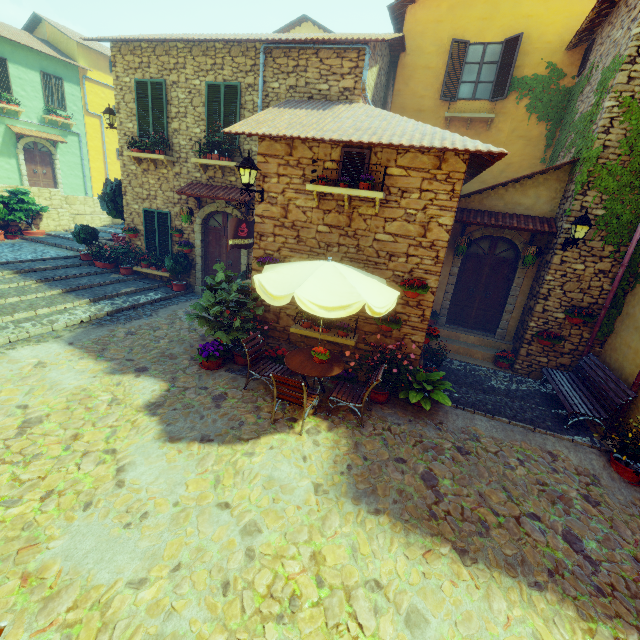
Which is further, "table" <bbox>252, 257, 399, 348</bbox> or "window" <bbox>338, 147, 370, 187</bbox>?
"window" <bbox>338, 147, 370, 187</bbox>

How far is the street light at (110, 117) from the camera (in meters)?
10.74

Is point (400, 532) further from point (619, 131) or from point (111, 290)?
point (111, 290)

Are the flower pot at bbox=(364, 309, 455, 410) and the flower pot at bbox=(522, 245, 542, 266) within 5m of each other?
yes

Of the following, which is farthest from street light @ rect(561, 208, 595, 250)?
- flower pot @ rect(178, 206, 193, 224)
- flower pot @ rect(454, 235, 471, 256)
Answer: flower pot @ rect(178, 206, 193, 224)

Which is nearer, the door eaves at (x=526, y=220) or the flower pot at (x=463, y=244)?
the door eaves at (x=526, y=220)

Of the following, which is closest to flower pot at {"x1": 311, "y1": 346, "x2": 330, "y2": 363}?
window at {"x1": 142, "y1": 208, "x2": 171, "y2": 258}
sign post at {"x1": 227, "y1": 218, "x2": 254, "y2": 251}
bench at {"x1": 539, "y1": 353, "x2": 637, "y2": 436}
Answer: sign post at {"x1": 227, "y1": 218, "x2": 254, "y2": 251}

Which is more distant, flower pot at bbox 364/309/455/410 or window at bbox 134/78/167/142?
window at bbox 134/78/167/142
